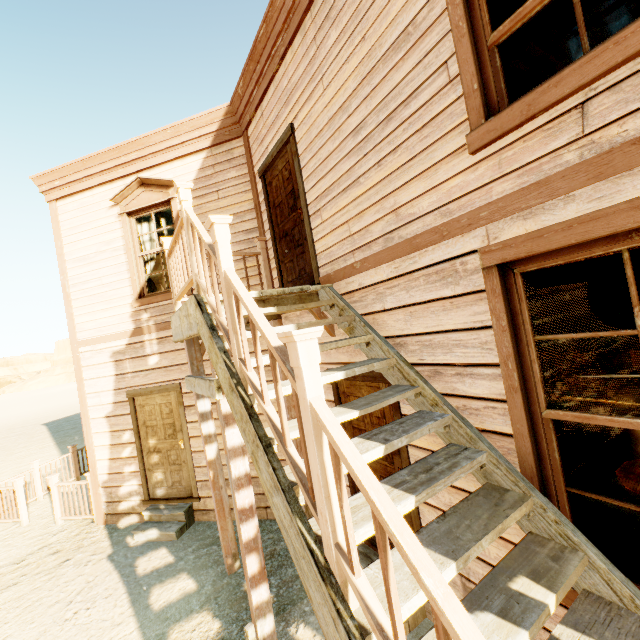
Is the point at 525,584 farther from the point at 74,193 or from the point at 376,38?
the point at 74,193

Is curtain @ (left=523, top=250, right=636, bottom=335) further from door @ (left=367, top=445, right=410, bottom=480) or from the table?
the table

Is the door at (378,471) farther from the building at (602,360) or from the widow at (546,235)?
the widow at (546,235)

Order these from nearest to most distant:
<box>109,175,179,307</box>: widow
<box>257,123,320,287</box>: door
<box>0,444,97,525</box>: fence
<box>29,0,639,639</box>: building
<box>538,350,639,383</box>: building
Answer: <box>29,0,639,639</box>: building, <box>257,123,320,287</box>: door, <box>109,175,179,307</box>: widow, <box>0,444,97,525</box>: fence, <box>538,350,639,383</box>: building

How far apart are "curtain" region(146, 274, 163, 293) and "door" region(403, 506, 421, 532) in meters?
4.0

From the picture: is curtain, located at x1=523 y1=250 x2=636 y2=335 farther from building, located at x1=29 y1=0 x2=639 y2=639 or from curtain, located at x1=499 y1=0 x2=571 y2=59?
curtain, located at x1=499 y1=0 x2=571 y2=59

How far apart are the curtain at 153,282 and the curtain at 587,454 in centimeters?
628cm

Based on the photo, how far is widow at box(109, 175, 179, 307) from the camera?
5.9 meters
